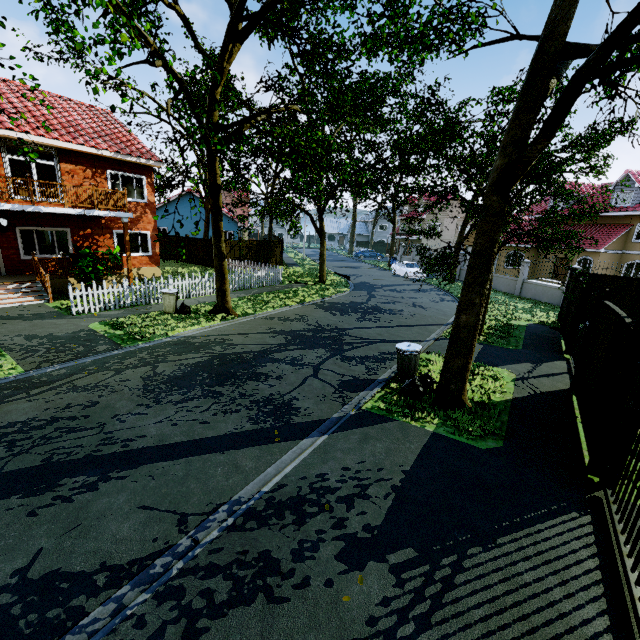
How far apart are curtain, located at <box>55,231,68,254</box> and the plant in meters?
2.6

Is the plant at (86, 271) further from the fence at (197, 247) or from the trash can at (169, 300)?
the trash can at (169, 300)

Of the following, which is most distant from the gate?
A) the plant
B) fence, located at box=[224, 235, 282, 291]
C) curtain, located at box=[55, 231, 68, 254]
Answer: curtain, located at box=[55, 231, 68, 254]

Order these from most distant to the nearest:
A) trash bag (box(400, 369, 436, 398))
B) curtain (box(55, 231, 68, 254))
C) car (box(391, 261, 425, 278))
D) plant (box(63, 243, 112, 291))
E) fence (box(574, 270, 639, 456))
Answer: car (box(391, 261, 425, 278)) < curtain (box(55, 231, 68, 254)) < plant (box(63, 243, 112, 291)) < trash bag (box(400, 369, 436, 398)) < fence (box(574, 270, 639, 456))

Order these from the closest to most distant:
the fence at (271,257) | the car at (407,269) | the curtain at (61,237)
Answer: the curtain at (61,237)
the fence at (271,257)
the car at (407,269)

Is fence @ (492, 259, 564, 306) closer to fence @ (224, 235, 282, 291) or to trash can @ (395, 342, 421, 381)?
fence @ (224, 235, 282, 291)

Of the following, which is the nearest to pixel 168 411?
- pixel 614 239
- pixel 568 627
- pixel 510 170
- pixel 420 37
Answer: pixel 568 627

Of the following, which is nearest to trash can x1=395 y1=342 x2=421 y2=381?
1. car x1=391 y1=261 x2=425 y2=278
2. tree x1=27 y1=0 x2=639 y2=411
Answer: tree x1=27 y1=0 x2=639 y2=411
